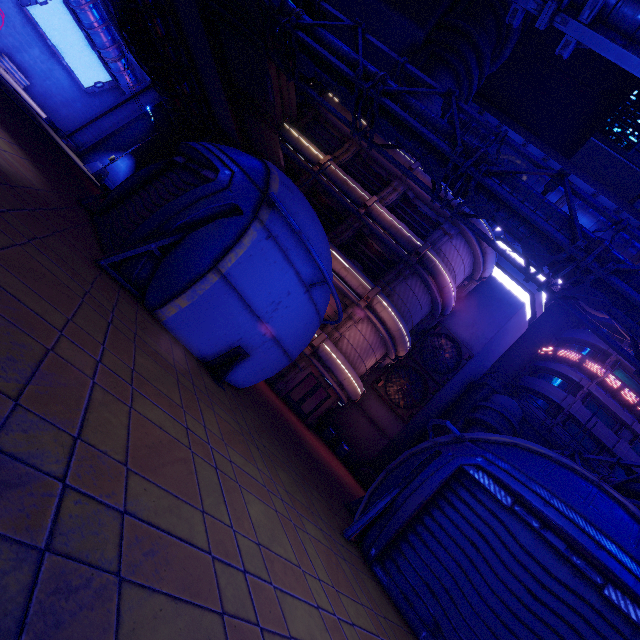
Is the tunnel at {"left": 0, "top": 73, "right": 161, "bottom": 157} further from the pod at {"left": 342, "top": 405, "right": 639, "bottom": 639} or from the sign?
the pod at {"left": 342, "top": 405, "right": 639, "bottom": 639}

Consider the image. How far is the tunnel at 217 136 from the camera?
23.7m

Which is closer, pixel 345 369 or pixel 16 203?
pixel 16 203

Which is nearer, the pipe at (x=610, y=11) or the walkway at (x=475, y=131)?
the pipe at (x=610, y=11)

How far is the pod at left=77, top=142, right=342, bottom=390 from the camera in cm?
692

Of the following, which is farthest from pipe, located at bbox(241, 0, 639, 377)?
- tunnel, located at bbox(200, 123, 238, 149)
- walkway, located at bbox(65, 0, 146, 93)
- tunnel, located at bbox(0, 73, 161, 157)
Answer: walkway, located at bbox(65, 0, 146, 93)

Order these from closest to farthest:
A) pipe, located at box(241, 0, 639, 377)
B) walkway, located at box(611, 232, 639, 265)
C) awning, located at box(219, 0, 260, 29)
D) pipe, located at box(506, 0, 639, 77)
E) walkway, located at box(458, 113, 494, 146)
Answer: pipe, located at box(506, 0, 639, 77) < pipe, located at box(241, 0, 639, 377) < awning, located at box(219, 0, 260, 29) < walkway, located at box(611, 232, 639, 265) < walkway, located at box(458, 113, 494, 146)

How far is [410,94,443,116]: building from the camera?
22.1m
